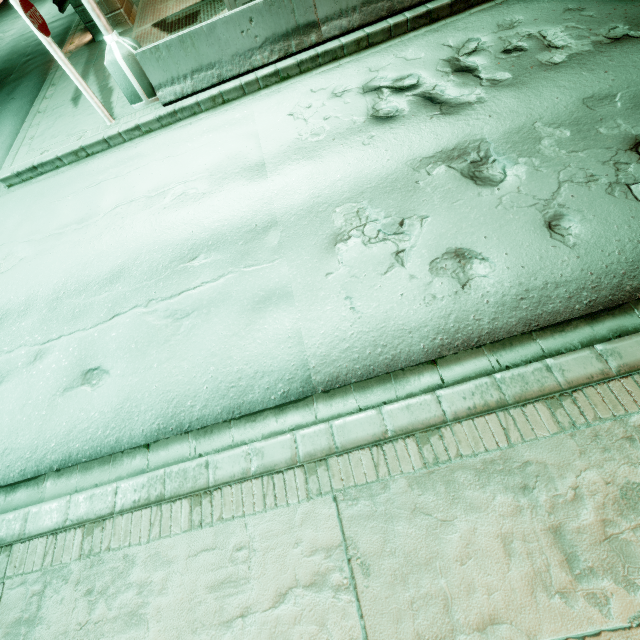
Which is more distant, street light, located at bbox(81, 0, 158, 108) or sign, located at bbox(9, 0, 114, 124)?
street light, located at bbox(81, 0, 158, 108)

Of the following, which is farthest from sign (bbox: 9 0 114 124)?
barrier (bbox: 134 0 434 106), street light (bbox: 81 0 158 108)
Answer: barrier (bbox: 134 0 434 106)

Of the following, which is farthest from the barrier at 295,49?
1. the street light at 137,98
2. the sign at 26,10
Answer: the sign at 26,10

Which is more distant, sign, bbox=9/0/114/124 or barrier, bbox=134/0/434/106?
barrier, bbox=134/0/434/106

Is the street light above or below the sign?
below

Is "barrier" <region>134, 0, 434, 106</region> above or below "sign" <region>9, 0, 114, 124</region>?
below

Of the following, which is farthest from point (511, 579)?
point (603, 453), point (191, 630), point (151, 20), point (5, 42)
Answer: point (5, 42)
